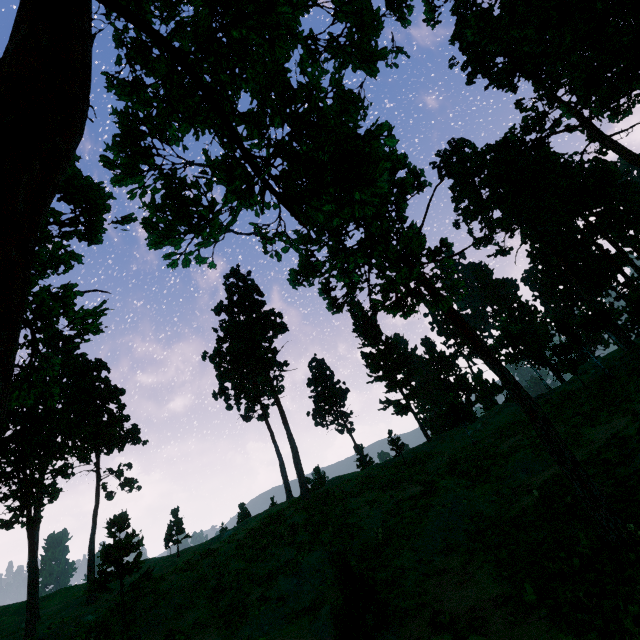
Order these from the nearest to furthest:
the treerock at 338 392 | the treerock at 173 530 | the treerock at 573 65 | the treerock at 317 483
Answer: the treerock at 573 65, the treerock at 317 483, the treerock at 173 530, the treerock at 338 392

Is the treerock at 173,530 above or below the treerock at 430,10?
below

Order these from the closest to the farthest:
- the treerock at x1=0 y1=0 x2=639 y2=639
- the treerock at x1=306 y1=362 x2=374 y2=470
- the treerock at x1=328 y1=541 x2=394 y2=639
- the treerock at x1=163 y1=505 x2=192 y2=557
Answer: the treerock at x1=0 y1=0 x2=639 y2=639, the treerock at x1=328 y1=541 x2=394 y2=639, the treerock at x1=163 y1=505 x2=192 y2=557, the treerock at x1=306 y1=362 x2=374 y2=470

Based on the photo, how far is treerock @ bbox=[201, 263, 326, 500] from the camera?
34.1m

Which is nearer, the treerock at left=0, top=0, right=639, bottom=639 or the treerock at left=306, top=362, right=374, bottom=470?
the treerock at left=0, top=0, right=639, bottom=639

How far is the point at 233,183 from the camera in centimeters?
333cm
